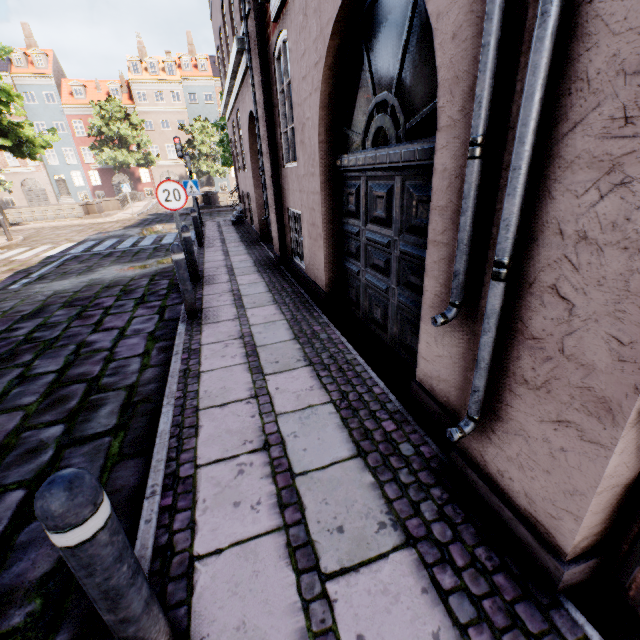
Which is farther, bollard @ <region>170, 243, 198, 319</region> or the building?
bollard @ <region>170, 243, 198, 319</region>

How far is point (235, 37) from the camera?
6.41m

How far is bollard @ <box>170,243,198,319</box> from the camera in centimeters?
444cm

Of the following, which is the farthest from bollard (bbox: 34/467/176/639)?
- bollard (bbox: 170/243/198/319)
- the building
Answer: bollard (bbox: 170/243/198/319)

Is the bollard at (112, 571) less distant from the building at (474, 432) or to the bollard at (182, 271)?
the building at (474, 432)

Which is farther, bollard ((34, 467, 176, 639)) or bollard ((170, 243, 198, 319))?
bollard ((170, 243, 198, 319))

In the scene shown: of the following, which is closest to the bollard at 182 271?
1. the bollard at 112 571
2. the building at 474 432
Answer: the building at 474 432

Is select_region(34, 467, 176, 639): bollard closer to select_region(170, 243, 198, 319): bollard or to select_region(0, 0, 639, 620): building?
select_region(0, 0, 639, 620): building
